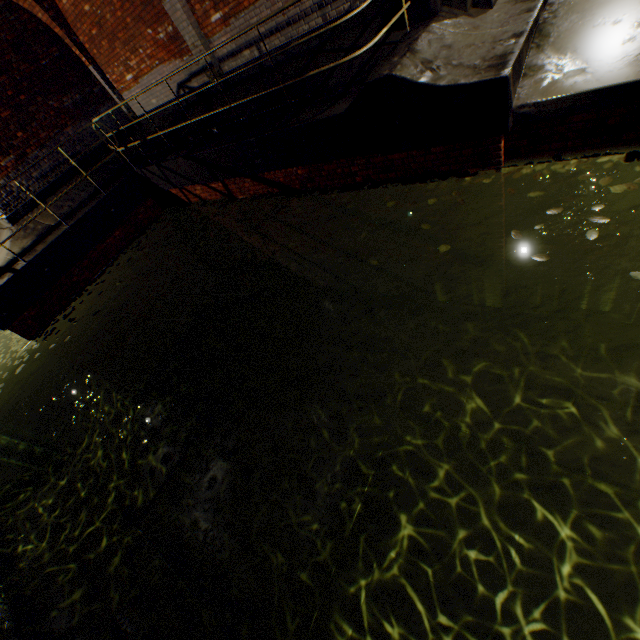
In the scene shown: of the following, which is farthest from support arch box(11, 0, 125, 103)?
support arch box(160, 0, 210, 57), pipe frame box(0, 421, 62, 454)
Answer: pipe frame box(0, 421, 62, 454)

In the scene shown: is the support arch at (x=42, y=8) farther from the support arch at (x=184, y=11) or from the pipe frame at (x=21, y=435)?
the pipe frame at (x=21, y=435)

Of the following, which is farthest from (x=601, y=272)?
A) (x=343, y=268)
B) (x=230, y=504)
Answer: (x=230, y=504)

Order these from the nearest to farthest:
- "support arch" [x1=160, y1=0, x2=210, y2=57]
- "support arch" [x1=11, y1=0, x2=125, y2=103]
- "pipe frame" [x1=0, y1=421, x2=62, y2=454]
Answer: "support arch" [x1=160, y1=0, x2=210, y2=57]
"support arch" [x1=11, y1=0, x2=125, y2=103]
"pipe frame" [x1=0, y1=421, x2=62, y2=454]

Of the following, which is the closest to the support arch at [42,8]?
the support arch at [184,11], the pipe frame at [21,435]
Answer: the support arch at [184,11]

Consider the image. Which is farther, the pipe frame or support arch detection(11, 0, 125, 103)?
the pipe frame

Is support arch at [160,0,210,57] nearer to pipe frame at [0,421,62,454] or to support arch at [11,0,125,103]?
support arch at [11,0,125,103]
